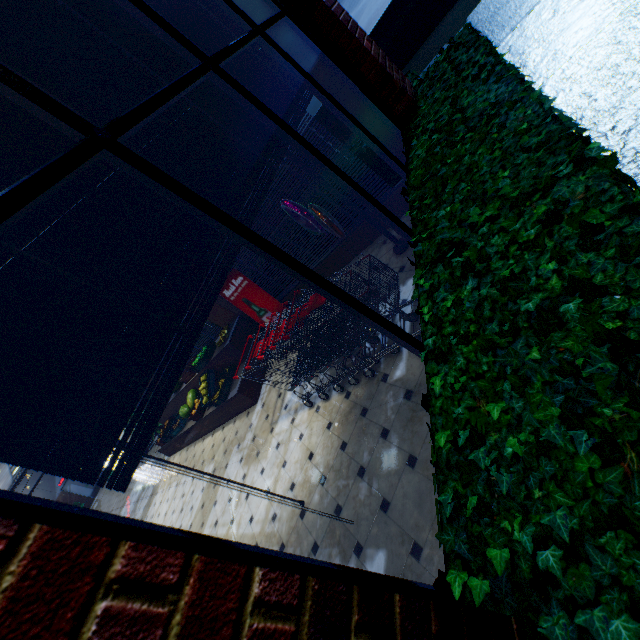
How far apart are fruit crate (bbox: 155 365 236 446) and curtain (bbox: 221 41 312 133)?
6.34m

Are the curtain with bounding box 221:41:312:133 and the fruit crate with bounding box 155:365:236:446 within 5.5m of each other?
no

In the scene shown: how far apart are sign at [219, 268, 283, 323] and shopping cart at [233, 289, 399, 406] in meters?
1.5

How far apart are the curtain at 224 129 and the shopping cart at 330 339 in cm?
117

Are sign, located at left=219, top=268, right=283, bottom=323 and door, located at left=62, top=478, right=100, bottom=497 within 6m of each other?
no

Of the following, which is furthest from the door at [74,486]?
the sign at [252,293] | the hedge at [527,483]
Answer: the hedge at [527,483]

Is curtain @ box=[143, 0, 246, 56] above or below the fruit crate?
above

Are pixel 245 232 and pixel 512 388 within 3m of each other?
yes
